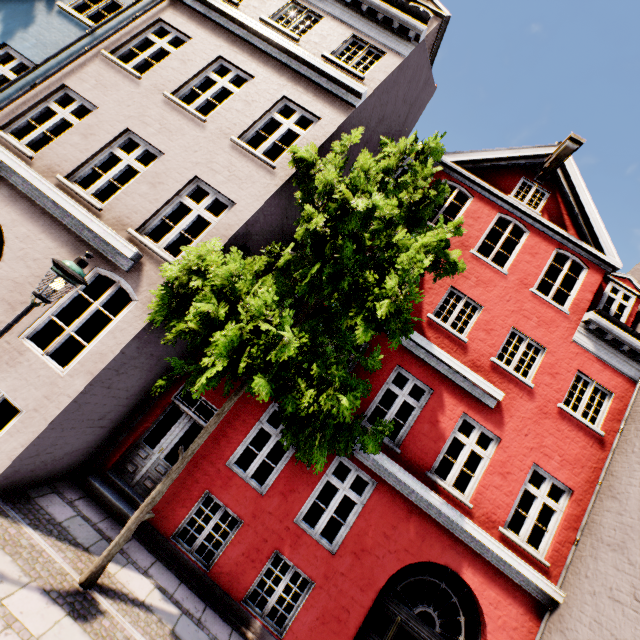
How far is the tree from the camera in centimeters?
424cm

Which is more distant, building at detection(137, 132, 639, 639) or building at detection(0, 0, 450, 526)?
building at detection(137, 132, 639, 639)

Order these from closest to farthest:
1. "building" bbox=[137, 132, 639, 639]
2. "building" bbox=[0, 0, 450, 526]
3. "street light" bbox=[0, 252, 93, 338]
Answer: "street light" bbox=[0, 252, 93, 338] → "building" bbox=[0, 0, 450, 526] → "building" bbox=[137, 132, 639, 639]

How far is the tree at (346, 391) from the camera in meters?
4.2

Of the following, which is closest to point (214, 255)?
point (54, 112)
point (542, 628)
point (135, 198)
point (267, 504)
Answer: point (135, 198)

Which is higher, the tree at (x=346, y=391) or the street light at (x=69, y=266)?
the tree at (x=346, y=391)

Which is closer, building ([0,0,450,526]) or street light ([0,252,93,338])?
street light ([0,252,93,338])

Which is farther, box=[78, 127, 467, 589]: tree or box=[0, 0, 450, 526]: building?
box=[0, 0, 450, 526]: building
